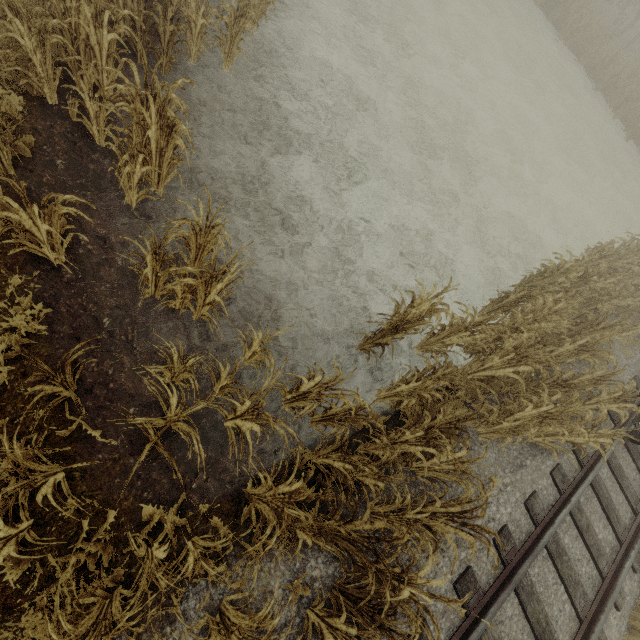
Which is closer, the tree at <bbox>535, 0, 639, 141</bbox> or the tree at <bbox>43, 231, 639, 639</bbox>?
the tree at <bbox>43, 231, 639, 639</bbox>

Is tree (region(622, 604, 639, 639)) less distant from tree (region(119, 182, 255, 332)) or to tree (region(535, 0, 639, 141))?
tree (region(119, 182, 255, 332))

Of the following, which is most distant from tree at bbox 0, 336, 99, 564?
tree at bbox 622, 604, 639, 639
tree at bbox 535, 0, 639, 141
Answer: tree at bbox 535, 0, 639, 141

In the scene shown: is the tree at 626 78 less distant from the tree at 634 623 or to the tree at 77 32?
the tree at 77 32

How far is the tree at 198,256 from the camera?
3.5m

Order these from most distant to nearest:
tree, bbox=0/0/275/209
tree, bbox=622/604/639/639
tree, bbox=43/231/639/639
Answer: tree, bbox=622/604/639/639
tree, bbox=0/0/275/209
tree, bbox=43/231/639/639

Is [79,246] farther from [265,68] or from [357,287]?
[265,68]
